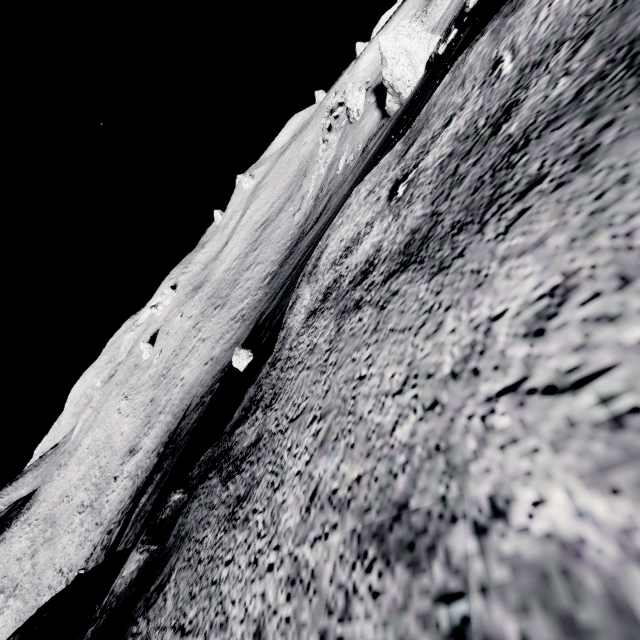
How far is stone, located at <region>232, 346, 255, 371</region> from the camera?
8.46m

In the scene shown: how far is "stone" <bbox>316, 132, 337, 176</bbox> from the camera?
27.25m

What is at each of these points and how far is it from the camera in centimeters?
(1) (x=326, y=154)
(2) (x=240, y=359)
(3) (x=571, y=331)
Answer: (1) stone, 2833cm
(2) stone, 848cm
(3) stone, 65cm

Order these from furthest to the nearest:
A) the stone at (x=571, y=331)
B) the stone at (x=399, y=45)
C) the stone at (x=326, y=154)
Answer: the stone at (x=326, y=154)
the stone at (x=399, y=45)
the stone at (x=571, y=331)

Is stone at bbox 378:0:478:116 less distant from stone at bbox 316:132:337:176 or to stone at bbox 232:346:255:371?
stone at bbox 232:346:255:371

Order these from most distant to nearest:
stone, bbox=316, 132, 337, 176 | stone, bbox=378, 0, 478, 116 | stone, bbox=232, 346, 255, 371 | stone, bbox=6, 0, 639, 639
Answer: stone, bbox=316, 132, 337, 176, stone, bbox=378, 0, 478, 116, stone, bbox=232, 346, 255, 371, stone, bbox=6, 0, 639, 639

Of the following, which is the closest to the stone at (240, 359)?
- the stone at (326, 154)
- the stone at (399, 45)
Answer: the stone at (399, 45)
